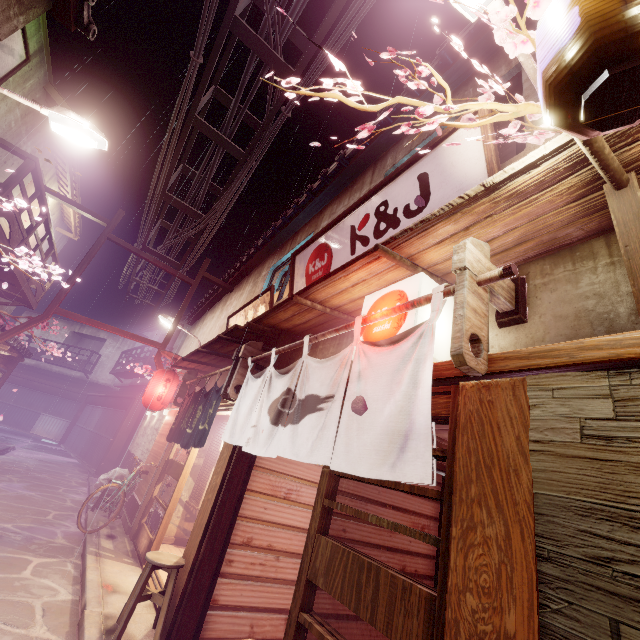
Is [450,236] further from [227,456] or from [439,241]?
[227,456]

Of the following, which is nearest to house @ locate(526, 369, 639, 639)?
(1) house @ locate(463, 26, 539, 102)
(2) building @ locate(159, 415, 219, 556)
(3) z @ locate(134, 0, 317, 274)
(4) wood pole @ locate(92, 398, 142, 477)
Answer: (1) house @ locate(463, 26, 539, 102)

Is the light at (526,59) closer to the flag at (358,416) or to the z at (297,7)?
the flag at (358,416)

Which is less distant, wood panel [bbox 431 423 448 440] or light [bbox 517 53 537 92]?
light [bbox 517 53 537 92]

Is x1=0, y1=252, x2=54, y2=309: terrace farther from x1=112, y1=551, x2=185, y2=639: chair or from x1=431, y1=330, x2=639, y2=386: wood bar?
x1=112, y1=551, x2=185, y2=639: chair

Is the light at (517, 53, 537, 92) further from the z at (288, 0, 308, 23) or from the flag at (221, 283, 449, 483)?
the z at (288, 0, 308, 23)

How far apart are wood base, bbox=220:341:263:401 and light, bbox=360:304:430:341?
4.55m

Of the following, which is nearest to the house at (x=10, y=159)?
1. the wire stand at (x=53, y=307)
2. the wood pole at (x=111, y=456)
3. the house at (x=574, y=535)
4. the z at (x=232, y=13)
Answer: the wire stand at (x=53, y=307)
